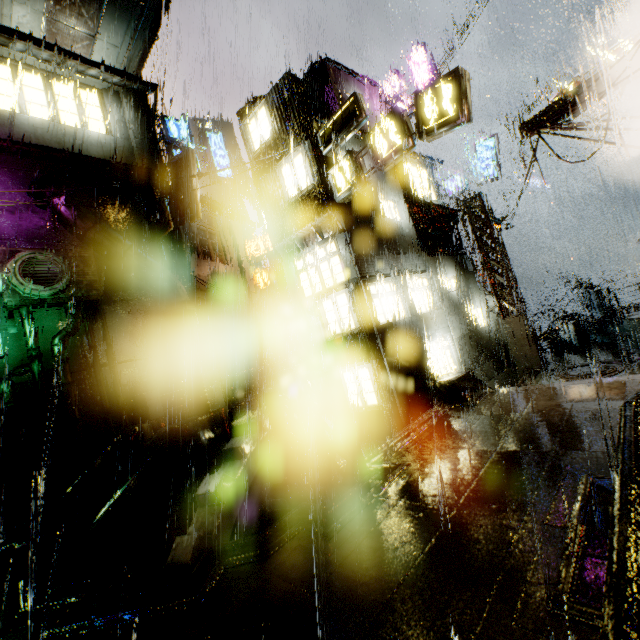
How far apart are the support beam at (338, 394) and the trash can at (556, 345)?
17.47m

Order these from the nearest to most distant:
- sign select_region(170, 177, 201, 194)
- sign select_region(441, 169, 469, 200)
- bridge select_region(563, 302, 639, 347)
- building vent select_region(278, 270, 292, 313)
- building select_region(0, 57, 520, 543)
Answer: building select_region(0, 57, 520, 543)
sign select_region(170, 177, 201, 194)
bridge select_region(563, 302, 639, 347)
sign select_region(441, 169, 469, 200)
building vent select_region(278, 270, 292, 313)

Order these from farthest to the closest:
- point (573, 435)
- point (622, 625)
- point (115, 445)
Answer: point (115, 445)
point (573, 435)
point (622, 625)

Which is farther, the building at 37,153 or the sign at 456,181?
the sign at 456,181

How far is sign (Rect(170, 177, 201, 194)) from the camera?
14.9 meters

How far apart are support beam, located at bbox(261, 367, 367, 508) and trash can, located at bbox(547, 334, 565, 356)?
17.5 meters

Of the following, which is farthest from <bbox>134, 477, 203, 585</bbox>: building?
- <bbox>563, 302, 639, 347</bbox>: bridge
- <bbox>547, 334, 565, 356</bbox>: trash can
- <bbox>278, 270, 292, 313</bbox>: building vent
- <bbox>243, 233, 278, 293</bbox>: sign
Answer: <bbox>278, 270, 292, 313</bbox>: building vent

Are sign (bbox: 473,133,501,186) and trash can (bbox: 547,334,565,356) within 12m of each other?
yes
